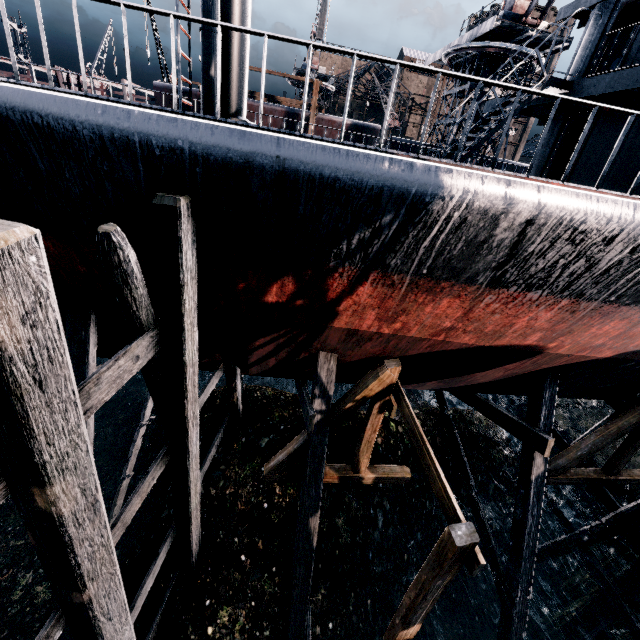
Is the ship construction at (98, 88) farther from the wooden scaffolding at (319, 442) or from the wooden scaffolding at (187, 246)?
the wooden scaffolding at (319, 442)

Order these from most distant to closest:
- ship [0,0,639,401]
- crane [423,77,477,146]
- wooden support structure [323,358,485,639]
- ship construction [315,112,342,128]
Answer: ship construction [315,112,342,128] < crane [423,77,477,146] < wooden support structure [323,358,485,639] < ship [0,0,639,401]

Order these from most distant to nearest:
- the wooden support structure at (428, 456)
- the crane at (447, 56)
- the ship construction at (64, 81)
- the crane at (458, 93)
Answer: the ship construction at (64, 81) → the crane at (458, 93) → the crane at (447, 56) → the wooden support structure at (428, 456)

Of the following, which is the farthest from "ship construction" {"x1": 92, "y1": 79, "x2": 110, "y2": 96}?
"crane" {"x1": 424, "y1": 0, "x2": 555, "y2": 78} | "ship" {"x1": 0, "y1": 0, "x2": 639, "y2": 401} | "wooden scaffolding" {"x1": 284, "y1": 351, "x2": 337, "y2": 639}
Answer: "wooden scaffolding" {"x1": 284, "y1": 351, "x2": 337, "y2": 639}

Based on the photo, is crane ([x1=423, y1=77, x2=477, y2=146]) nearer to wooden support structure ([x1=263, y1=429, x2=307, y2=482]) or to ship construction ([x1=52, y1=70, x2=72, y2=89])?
ship construction ([x1=52, y1=70, x2=72, y2=89])

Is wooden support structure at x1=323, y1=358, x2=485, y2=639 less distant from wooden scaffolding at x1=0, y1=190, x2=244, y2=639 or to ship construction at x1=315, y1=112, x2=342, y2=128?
wooden scaffolding at x1=0, y1=190, x2=244, y2=639

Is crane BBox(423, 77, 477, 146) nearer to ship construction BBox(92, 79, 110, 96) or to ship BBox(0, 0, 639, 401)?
ship construction BBox(92, 79, 110, 96)

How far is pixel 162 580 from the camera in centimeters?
858cm
